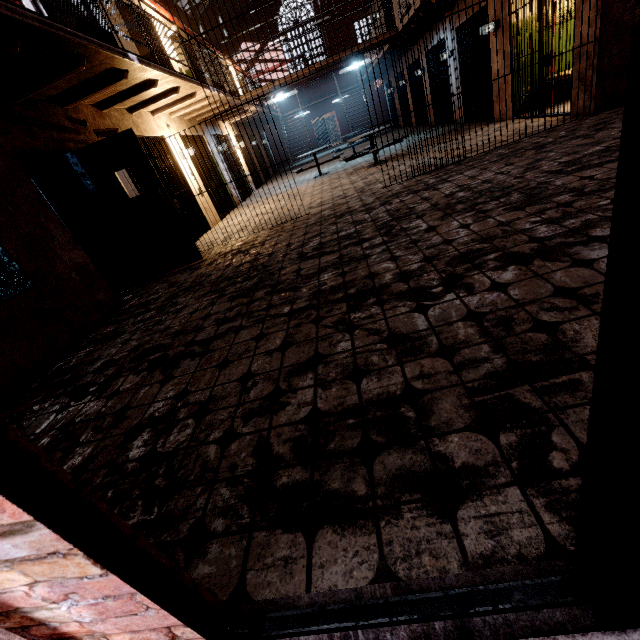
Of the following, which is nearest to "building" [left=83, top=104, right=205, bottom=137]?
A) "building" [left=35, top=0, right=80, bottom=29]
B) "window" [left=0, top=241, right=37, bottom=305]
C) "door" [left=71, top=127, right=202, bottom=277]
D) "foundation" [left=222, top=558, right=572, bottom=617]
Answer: "building" [left=35, top=0, right=80, bottom=29]

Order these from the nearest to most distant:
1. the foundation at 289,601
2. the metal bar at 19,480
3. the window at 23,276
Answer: the metal bar at 19,480 < the foundation at 289,601 < the window at 23,276

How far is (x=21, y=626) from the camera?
0.92m

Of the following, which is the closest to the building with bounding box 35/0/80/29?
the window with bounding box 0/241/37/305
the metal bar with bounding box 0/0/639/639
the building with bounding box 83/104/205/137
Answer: the building with bounding box 83/104/205/137

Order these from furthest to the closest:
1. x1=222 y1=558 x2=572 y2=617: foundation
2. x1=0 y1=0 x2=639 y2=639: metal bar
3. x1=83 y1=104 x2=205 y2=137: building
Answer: x1=83 y1=104 x2=205 y2=137: building < x1=222 y1=558 x2=572 y2=617: foundation < x1=0 y1=0 x2=639 y2=639: metal bar

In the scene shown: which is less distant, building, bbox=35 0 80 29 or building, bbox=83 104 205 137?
building, bbox=35 0 80 29

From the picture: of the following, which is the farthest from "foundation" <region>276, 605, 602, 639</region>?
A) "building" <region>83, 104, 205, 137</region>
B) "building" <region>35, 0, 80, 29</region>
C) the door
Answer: "building" <region>35, 0, 80, 29</region>

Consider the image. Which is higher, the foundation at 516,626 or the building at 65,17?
the building at 65,17
